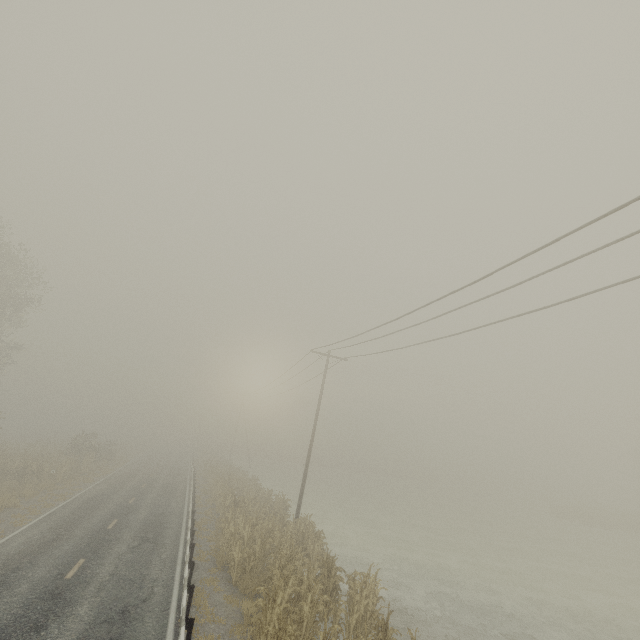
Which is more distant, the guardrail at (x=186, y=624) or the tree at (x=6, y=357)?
the tree at (x=6, y=357)

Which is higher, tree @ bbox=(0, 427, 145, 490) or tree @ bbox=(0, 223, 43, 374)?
tree @ bbox=(0, 223, 43, 374)

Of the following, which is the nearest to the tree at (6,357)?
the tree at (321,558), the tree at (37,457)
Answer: the tree at (37,457)

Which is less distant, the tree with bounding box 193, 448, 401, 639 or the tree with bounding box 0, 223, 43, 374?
the tree with bounding box 193, 448, 401, 639

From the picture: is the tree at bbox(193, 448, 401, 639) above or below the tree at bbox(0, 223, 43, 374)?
below

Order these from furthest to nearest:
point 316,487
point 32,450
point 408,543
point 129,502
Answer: point 316,487, point 32,450, point 408,543, point 129,502

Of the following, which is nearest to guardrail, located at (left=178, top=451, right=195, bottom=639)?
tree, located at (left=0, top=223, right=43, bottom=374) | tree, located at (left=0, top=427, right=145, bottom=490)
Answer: tree, located at (left=0, top=223, right=43, bottom=374)

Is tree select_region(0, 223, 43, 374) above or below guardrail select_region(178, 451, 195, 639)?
above
